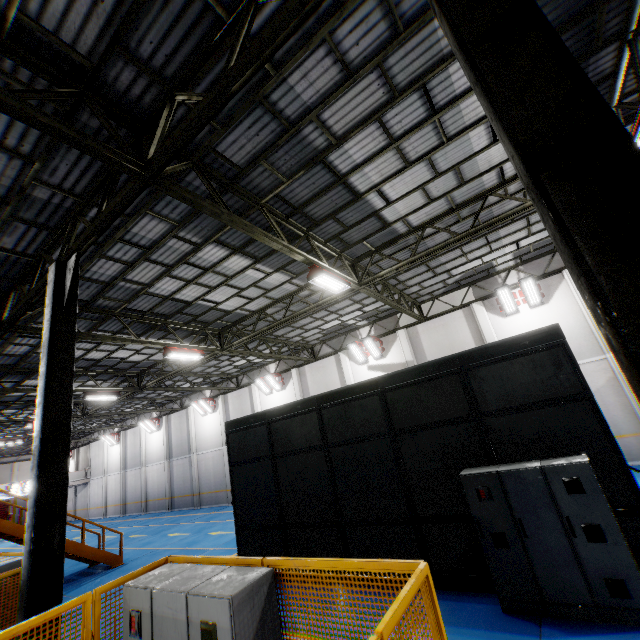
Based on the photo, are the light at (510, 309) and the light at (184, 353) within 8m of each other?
no

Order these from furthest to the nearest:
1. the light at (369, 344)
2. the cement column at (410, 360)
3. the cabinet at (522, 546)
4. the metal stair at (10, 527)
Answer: the light at (369, 344)
the cement column at (410, 360)
the metal stair at (10, 527)
the cabinet at (522, 546)

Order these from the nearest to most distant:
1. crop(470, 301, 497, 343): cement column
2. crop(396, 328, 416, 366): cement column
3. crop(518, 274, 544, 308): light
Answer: crop(518, 274, 544, 308): light, crop(470, 301, 497, 343): cement column, crop(396, 328, 416, 366): cement column

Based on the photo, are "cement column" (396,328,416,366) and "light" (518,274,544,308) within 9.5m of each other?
yes

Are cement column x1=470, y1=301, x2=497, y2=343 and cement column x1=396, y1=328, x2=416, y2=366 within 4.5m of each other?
yes

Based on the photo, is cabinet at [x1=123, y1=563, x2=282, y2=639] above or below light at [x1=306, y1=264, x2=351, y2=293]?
below

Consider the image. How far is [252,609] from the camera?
3.22m

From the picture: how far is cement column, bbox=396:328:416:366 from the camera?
17.4m
